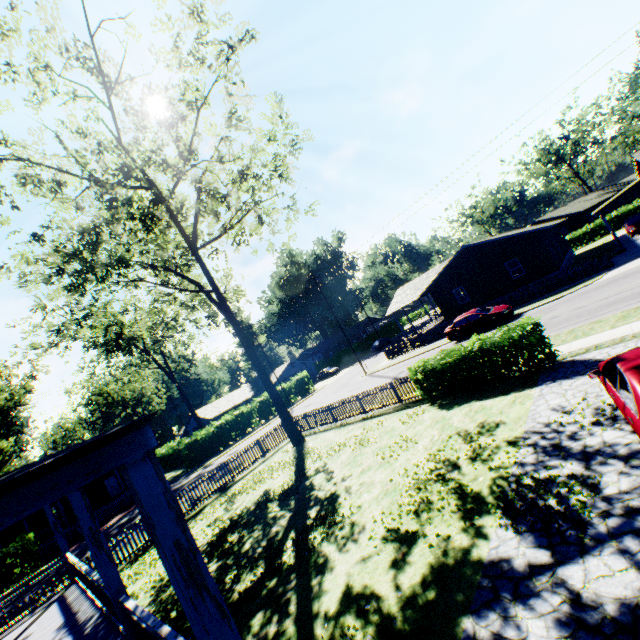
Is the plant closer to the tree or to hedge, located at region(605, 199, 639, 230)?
hedge, located at region(605, 199, 639, 230)

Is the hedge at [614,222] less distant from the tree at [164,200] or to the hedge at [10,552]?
the tree at [164,200]

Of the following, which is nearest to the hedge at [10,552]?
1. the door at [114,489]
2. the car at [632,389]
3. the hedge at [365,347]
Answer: the door at [114,489]

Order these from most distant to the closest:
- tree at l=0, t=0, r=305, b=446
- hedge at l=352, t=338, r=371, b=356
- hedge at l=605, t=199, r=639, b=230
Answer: hedge at l=352, t=338, r=371, b=356, hedge at l=605, t=199, r=639, b=230, tree at l=0, t=0, r=305, b=446

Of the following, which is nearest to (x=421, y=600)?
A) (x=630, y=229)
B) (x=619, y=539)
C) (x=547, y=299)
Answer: (x=619, y=539)

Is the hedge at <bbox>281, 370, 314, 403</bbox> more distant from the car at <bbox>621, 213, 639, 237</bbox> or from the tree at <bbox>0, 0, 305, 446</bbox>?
the car at <bbox>621, 213, 639, 237</bbox>

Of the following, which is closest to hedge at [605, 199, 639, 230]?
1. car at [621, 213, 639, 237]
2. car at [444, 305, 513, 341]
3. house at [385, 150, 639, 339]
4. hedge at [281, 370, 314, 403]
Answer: house at [385, 150, 639, 339]

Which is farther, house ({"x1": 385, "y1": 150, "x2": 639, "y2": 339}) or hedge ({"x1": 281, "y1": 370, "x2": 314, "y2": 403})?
hedge ({"x1": 281, "y1": 370, "x2": 314, "y2": 403})
